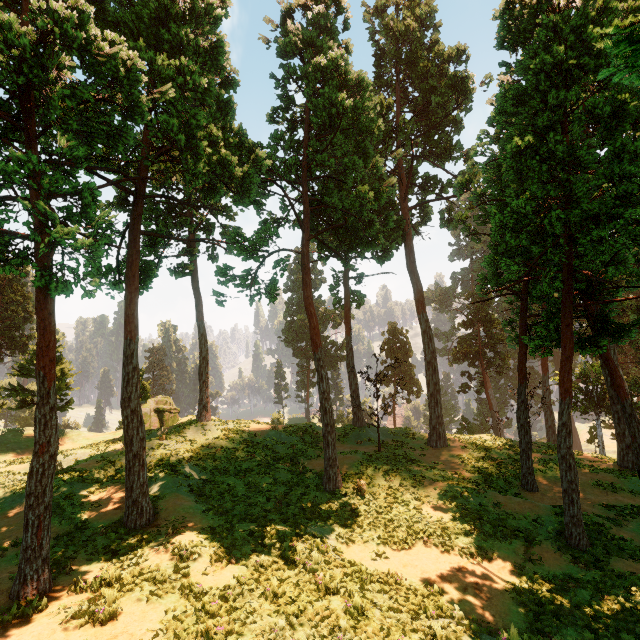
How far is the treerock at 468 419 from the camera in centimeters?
4572cm

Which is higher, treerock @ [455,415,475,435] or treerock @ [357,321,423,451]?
treerock @ [357,321,423,451]

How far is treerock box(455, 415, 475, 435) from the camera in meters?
45.7 m

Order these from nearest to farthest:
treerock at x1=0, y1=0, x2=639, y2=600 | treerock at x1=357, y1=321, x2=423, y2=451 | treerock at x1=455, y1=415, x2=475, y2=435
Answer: treerock at x1=0, y1=0, x2=639, y2=600, treerock at x1=357, y1=321, x2=423, y2=451, treerock at x1=455, y1=415, x2=475, y2=435

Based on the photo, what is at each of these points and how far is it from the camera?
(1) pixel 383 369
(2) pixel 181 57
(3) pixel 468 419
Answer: (1) treerock, 23.0m
(2) treerock, 11.8m
(3) treerock, 46.7m

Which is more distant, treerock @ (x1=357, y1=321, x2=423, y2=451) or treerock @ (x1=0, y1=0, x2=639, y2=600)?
treerock @ (x1=357, y1=321, x2=423, y2=451)
